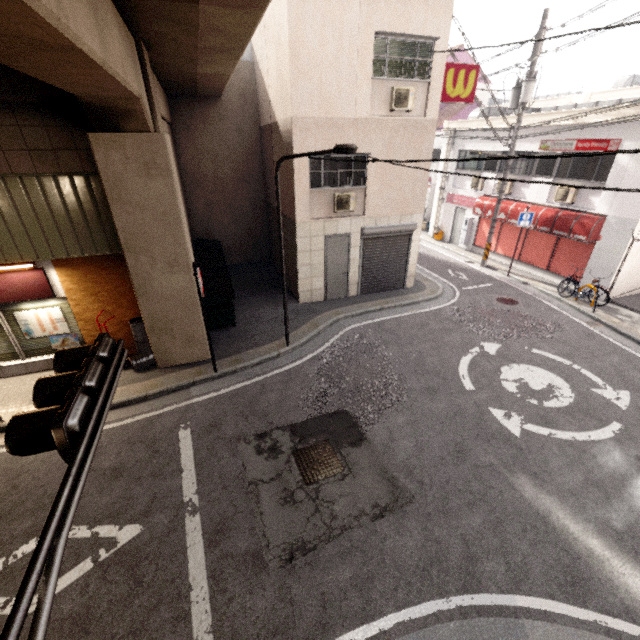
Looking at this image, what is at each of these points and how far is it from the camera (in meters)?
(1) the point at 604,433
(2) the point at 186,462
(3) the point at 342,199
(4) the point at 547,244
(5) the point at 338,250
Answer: (1) ground decal, 6.78
(2) ground decal, 6.20
(3) air conditioner, 10.70
(4) rolling shutter, 13.96
(5) door, 11.64

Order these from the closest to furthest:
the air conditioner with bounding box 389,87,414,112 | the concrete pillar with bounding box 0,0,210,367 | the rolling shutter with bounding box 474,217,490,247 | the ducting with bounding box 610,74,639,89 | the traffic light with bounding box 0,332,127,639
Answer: the traffic light with bounding box 0,332,127,639, the concrete pillar with bounding box 0,0,210,367, the air conditioner with bounding box 389,87,414,112, the rolling shutter with bounding box 474,217,490,247, the ducting with bounding box 610,74,639,89

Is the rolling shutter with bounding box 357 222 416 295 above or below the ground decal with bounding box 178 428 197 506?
above

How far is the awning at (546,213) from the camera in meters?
11.9 m

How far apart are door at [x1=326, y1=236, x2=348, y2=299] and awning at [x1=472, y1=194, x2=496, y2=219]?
8.5 meters

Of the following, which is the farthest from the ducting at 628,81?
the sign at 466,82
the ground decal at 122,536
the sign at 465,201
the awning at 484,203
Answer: the ground decal at 122,536

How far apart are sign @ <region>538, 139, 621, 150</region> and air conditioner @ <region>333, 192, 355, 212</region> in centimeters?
896cm

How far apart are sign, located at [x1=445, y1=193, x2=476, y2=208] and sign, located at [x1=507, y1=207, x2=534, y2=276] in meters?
4.4 m
